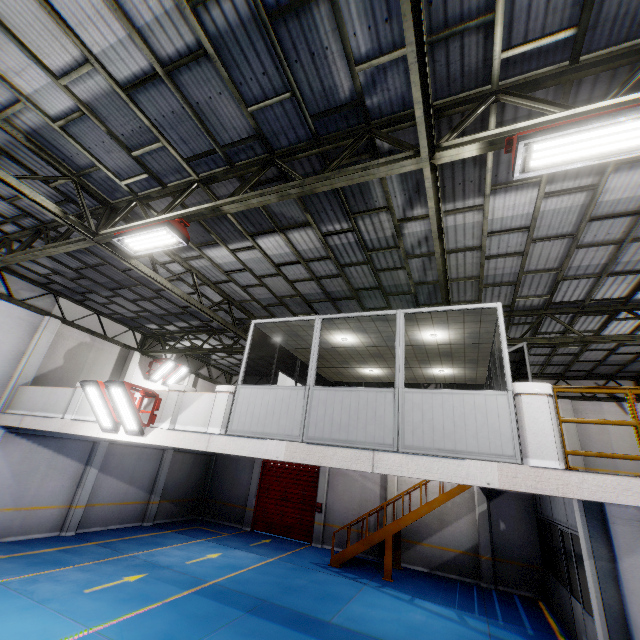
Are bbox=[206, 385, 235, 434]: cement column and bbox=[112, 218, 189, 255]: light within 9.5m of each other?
yes

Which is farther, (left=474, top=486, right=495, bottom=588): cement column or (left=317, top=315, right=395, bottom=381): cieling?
(left=474, top=486, right=495, bottom=588): cement column

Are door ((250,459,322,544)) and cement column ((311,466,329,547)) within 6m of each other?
yes

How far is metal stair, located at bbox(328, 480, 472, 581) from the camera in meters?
13.1

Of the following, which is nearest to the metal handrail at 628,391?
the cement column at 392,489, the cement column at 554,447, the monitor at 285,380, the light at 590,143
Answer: the cement column at 554,447

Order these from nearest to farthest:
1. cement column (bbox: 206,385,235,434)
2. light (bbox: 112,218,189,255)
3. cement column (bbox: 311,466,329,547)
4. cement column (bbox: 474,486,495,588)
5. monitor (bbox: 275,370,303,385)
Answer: light (bbox: 112,218,189,255), cement column (bbox: 206,385,235,434), monitor (bbox: 275,370,303,385), cement column (bbox: 474,486,495,588), cement column (bbox: 311,466,329,547)

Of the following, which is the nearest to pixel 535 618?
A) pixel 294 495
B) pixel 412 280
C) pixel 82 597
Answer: pixel 294 495

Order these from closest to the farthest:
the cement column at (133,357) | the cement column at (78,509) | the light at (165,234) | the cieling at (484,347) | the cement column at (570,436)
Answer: the light at (165,234)
the cieling at (484,347)
the cement column at (78,509)
the cement column at (570,436)
the cement column at (133,357)
